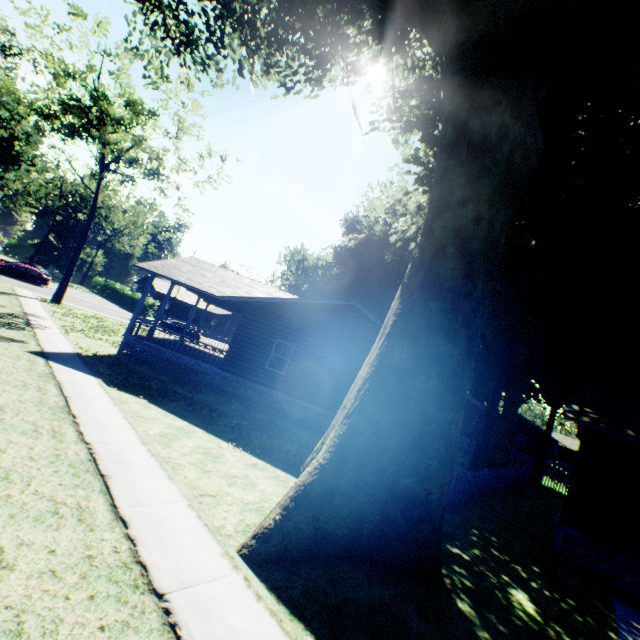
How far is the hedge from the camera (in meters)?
46.59

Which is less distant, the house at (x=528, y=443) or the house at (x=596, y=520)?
the house at (x=596, y=520)

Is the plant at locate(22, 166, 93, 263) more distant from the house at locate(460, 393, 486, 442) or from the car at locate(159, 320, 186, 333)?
the car at locate(159, 320, 186, 333)

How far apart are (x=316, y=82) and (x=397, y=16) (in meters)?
7.48

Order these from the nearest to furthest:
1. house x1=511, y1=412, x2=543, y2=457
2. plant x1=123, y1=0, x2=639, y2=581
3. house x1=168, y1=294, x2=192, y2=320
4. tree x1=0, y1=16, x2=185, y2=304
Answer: plant x1=123, y1=0, x2=639, y2=581 → tree x1=0, y1=16, x2=185, y2=304 → house x1=511, y1=412, x2=543, y2=457 → house x1=168, y1=294, x2=192, y2=320

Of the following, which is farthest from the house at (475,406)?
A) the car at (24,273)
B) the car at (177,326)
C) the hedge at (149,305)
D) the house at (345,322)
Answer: the car at (24,273)

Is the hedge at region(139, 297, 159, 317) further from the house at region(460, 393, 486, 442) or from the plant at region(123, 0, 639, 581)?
the house at region(460, 393, 486, 442)

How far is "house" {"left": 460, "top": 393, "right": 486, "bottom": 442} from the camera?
30.8 meters
